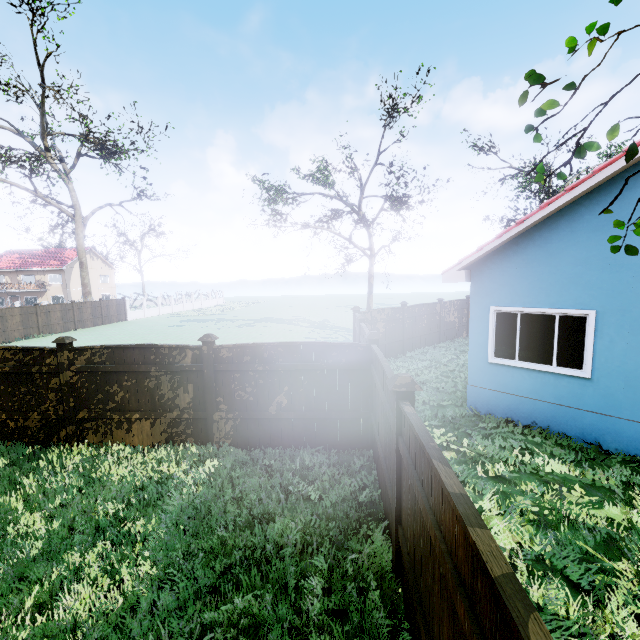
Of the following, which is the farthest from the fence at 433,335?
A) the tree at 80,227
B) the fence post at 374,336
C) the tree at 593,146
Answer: the tree at 593,146

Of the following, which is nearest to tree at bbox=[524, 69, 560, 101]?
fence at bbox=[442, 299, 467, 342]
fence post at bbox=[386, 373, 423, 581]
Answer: fence post at bbox=[386, 373, 423, 581]

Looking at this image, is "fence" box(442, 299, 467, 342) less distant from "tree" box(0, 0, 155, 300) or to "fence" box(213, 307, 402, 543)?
"fence" box(213, 307, 402, 543)

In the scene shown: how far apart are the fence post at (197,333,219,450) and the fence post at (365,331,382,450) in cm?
307

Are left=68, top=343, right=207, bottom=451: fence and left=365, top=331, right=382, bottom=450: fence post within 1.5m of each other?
no

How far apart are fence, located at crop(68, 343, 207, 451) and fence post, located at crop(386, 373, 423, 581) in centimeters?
435cm

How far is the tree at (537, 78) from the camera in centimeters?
263cm

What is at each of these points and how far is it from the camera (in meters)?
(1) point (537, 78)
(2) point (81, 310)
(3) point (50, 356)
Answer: (1) tree, 2.66
(2) fence, 28.27
(3) fence, 6.84
